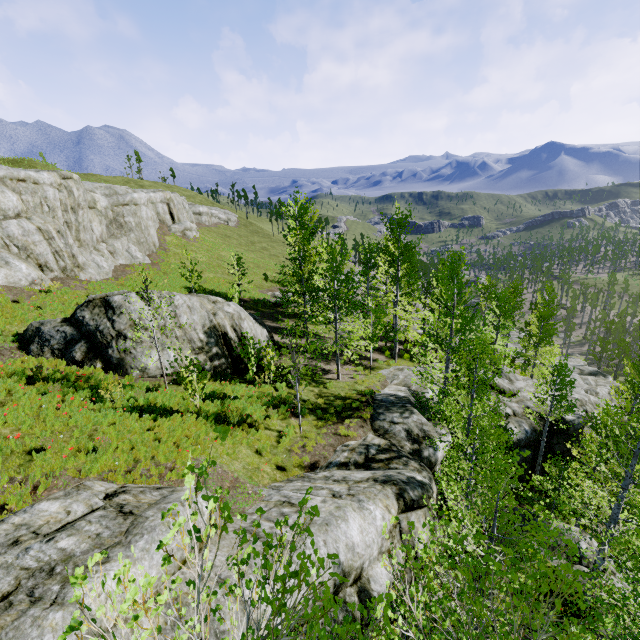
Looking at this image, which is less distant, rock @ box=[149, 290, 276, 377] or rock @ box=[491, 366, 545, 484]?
rock @ box=[149, 290, 276, 377]

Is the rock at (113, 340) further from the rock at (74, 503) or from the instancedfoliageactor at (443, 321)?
the instancedfoliageactor at (443, 321)

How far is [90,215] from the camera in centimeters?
2553cm

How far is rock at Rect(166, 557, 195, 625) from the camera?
4.5 meters

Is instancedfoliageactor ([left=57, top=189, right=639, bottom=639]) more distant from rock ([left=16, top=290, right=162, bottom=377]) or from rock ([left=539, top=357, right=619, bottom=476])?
rock ([left=16, top=290, right=162, bottom=377])

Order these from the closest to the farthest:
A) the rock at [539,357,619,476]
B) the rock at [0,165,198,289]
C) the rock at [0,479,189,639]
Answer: the rock at [0,479,189,639]
the rock at [0,165,198,289]
the rock at [539,357,619,476]

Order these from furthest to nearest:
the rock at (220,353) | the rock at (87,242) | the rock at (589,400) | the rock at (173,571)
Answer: the rock at (589,400), the rock at (87,242), the rock at (220,353), the rock at (173,571)

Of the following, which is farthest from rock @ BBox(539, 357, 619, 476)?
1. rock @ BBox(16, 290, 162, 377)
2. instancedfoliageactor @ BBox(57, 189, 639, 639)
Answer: rock @ BBox(16, 290, 162, 377)
